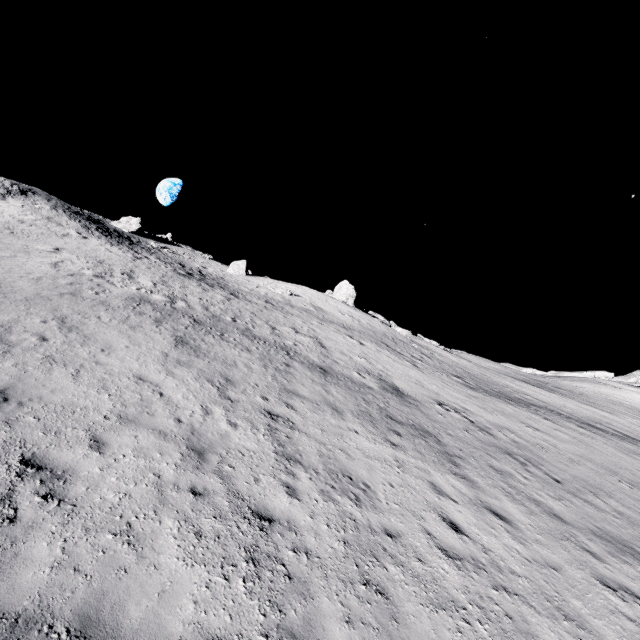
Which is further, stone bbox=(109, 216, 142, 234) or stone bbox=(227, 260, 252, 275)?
stone bbox=(227, 260, 252, 275)

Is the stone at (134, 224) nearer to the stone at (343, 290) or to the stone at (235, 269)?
the stone at (235, 269)

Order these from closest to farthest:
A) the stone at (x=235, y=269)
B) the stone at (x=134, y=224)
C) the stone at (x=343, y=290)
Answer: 1. the stone at (x=134, y=224)
2. the stone at (x=343, y=290)
3. the stone at (x=235, y=269)

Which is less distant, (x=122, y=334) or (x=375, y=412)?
(x=122, y=334)

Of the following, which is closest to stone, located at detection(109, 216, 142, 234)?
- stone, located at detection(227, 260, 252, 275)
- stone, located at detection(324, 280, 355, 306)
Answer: stone, located at detection(227, 260, 252, 275)

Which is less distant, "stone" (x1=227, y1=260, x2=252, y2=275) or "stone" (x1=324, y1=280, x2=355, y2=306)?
"stone" (x1=324, y1=280, x2=355, y2=306)

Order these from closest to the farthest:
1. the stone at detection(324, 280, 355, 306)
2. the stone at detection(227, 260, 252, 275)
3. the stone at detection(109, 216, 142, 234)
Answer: the stone at detection(109, 216, 142, 234) → the stone at detection(324, 280, 355, 306) → the stone at detection(227, 260, 252, 275)

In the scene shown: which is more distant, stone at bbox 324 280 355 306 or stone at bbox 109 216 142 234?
stone at bbox 324 280 355 306
